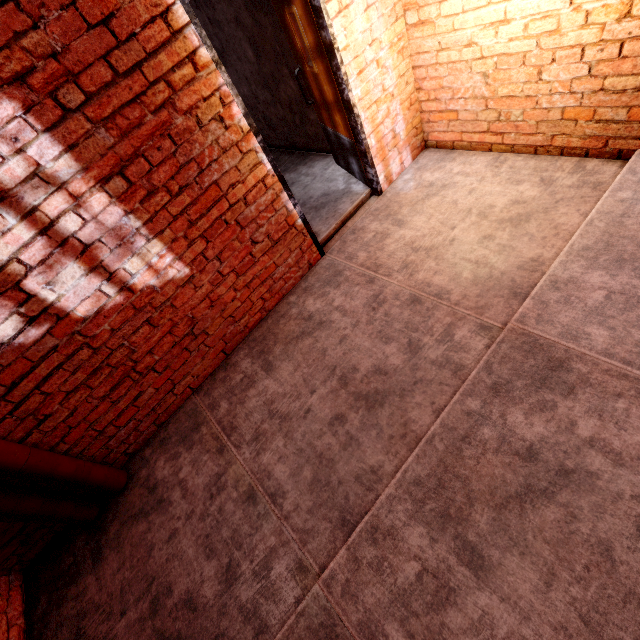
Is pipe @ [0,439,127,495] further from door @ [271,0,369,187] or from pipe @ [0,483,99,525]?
door @ [271,0,369,187]

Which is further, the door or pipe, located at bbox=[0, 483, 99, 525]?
the door

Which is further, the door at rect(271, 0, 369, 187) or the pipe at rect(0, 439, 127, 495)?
the door at rect(271, 0, 369, 187)

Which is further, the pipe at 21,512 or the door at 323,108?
the door at 323,108

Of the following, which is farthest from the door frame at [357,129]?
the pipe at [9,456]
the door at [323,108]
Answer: the pipe at [9,456]

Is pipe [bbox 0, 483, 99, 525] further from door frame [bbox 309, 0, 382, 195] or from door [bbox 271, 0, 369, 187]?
door [bbox 271, 0, 369, 187]

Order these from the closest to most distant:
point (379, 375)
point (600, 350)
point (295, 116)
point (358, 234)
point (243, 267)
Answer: point (600, 350), point (379, 375), point (243, 267), point (358, 234), point (295, 116)
